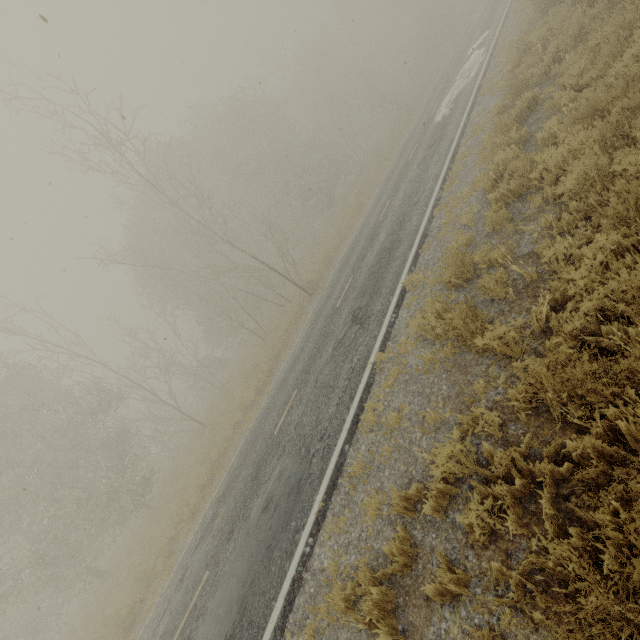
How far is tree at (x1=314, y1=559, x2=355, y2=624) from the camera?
4.1 meters

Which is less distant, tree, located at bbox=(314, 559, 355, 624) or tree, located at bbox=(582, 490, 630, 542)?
tree, located at bbox=(582, 490, 630, 542)

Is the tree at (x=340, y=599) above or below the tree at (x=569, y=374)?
above

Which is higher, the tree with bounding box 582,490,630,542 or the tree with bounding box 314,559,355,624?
the tree with bounding box 314,559,355,624

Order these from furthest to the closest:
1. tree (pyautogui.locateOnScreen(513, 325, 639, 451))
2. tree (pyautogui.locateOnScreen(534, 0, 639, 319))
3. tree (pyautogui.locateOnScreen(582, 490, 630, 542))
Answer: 1. tree (pyautogui.locateOnScreen(534, 0, 639, 319))
2. tree (pyautogui.locateOnScreen(513, 325, 639, 451))
3. tree (pyautogui.locateOnScreen(582, 490, 630, 542))

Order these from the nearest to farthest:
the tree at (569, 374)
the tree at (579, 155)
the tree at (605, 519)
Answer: the tree at (605, 519) < the tree at (569, 374) < the tree at (579, 155)

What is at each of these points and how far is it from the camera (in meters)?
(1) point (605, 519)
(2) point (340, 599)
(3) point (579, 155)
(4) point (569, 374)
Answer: (1) tree, 2.53
(2) tree, 4.11
(3) tree, 5.01
(4) tree, 3.16
